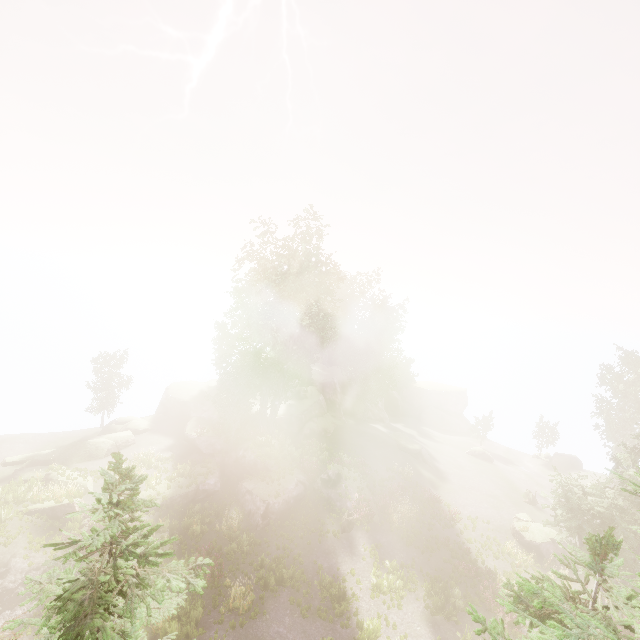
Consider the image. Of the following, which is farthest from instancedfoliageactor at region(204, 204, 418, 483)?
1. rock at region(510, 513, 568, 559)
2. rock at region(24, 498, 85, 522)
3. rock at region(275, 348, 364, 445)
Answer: rock at region(24, 498, 85, 522)

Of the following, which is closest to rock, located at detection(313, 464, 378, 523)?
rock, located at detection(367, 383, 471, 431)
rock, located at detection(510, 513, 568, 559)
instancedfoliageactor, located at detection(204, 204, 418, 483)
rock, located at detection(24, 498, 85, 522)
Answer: instancedfoliageactor, located at detection(204, 204, 418, 483)

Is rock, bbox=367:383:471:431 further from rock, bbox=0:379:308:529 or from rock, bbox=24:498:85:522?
rock, bbox=24:498:85:522

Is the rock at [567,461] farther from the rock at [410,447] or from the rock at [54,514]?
the rock at [54,514]

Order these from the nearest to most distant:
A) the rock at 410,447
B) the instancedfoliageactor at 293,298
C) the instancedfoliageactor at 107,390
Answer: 1. the instancedfoliageactor at 293,298
2. the rock at 410,447
3. the instancedfoliageactor at 107,390

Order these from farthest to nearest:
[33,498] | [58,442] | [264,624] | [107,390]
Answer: [107,390], [58,442], [33,498], [264,624]

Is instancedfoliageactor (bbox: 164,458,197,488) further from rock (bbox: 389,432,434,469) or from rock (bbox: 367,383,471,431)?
rock (bbox: 367,383,471,431)

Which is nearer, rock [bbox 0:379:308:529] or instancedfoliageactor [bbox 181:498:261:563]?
instancedfoliageactor [bbox 181:498:261:563]
